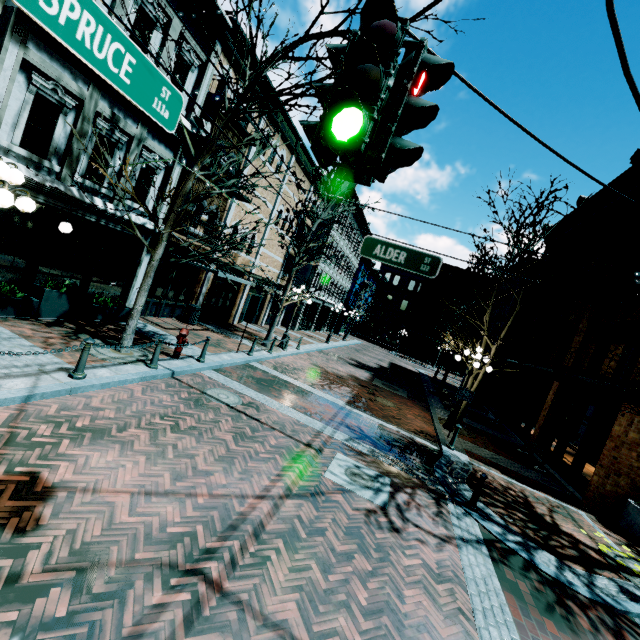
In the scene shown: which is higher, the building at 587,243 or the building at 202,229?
the building at 587,243

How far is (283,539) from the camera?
4.5 meters

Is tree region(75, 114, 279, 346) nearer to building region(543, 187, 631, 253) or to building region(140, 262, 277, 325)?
building region(140, 262, 277, 325)

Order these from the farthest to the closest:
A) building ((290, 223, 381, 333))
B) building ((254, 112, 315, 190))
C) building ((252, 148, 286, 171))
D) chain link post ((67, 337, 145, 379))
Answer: building ((290, 223, 381, 333)) → building ((252, 148, 286, 171)) → building ((254, 112, 315, 190)) → chain link post ((67, 337, 145, 379))

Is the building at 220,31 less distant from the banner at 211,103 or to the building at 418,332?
the banner at 211,103

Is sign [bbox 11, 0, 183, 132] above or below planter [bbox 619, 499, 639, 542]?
above

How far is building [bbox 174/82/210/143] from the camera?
11.2m

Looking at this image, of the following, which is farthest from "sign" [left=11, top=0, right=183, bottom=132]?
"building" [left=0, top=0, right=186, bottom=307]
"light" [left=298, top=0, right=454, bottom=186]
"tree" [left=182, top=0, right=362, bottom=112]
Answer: "building" [left=0, top=0, right=186, bottom=307]
